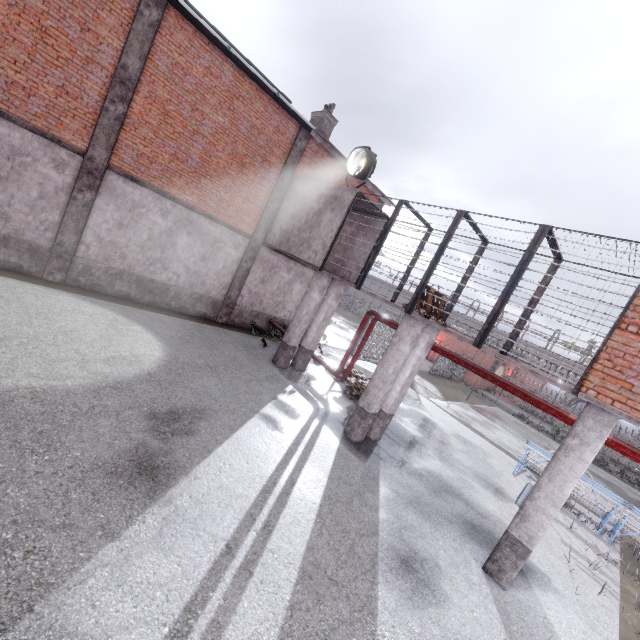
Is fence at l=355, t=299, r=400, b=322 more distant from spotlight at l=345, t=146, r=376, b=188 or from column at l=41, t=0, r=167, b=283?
column at l=41, t=0, r=167, b=283

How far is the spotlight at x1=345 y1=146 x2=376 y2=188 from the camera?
10.8m

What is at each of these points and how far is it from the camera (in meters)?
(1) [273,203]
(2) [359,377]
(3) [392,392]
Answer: (1) column, 13.62
(2) pallet, 14.58
(3) column, 9.90

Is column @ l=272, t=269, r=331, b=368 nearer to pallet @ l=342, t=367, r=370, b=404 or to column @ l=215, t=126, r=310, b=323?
pallet @ l=342, t=367, r=370, b=404

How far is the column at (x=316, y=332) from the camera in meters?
12.6

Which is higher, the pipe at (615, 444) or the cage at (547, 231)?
the cage at (547, 231)

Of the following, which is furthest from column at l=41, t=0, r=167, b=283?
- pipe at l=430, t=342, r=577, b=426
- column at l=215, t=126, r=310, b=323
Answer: pipe at l=430, t=342, r=577, b=426

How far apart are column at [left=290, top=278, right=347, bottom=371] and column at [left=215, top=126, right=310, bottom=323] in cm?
366
